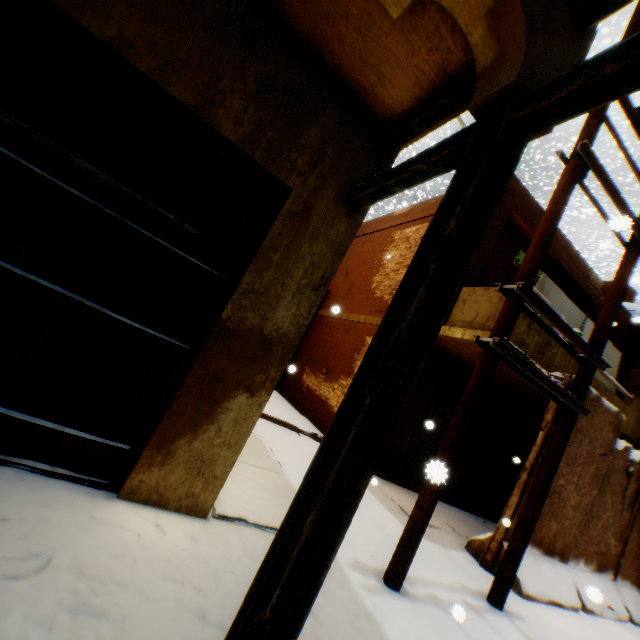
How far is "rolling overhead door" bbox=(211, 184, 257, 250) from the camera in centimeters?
283cm

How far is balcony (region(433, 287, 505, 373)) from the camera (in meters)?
5.70

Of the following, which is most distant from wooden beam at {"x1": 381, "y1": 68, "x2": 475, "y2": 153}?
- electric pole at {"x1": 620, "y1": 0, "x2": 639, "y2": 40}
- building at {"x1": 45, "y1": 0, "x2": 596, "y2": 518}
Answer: electric pole at {"x1": 620, "y1": 0, "x2": 639, "y2": 40}

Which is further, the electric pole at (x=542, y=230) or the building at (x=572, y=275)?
the building at (x=572, y=275)

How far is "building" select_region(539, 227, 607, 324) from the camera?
8.0 meters

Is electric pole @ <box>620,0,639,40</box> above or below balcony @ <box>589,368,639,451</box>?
above

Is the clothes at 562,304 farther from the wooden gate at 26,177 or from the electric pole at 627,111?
the wooden gate at 26,177

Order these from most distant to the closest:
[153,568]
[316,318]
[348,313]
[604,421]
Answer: [316,318] < [348,313] < [604,421] < [153,568]
